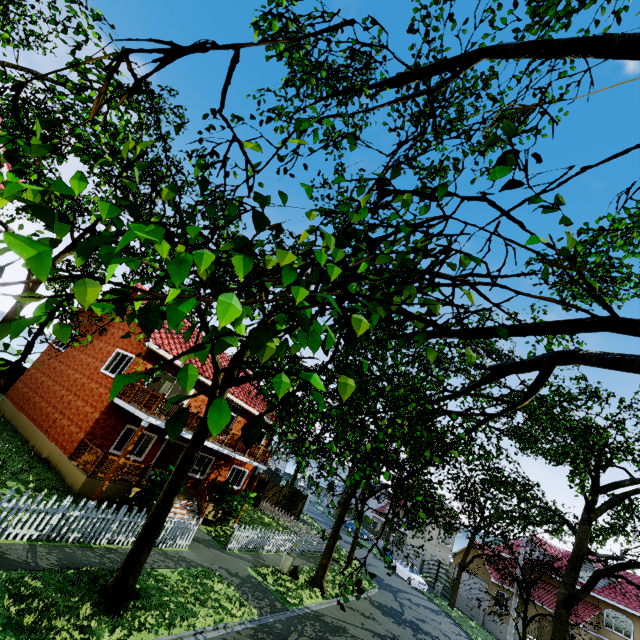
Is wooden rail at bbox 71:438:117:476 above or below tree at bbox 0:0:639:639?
below

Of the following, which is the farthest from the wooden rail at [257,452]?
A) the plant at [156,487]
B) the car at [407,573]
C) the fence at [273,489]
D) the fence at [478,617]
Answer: the car at [407,573]

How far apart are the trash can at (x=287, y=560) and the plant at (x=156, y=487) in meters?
6.5

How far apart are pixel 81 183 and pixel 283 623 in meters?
15.4

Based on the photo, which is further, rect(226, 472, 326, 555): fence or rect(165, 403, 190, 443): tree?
rect(226, 472, 326, 555): fence

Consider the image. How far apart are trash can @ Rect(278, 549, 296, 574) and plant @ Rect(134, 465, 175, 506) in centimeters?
651cm

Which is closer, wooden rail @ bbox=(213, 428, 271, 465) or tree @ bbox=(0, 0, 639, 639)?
tree @ bbox=(0, 0, 639, 639)

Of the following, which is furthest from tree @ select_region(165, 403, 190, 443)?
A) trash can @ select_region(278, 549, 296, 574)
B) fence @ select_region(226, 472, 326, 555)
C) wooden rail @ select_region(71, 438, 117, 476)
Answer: wooden rail @ select_region(71, 438, 117, 476)
